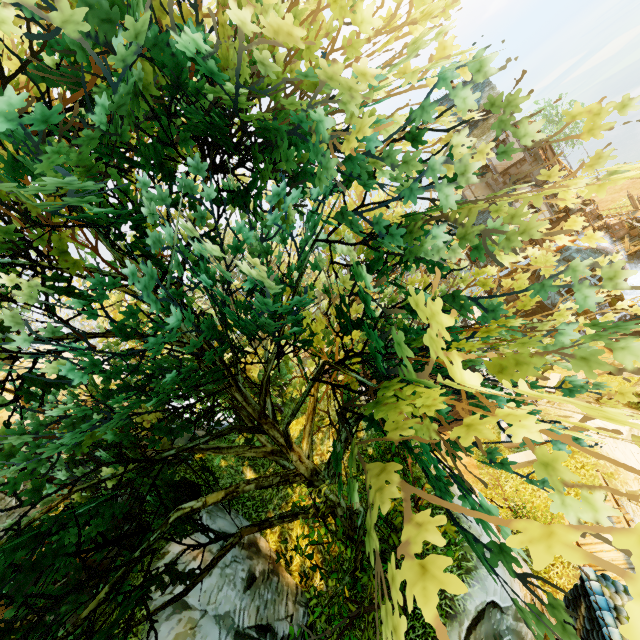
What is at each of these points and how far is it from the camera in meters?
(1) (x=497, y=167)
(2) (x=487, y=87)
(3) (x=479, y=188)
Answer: (1) building, 26.3
(2) building, 25.9
(3) building, 29.4

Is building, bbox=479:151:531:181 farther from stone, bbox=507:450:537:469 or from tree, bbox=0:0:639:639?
stone, bbox=507:450:537:469

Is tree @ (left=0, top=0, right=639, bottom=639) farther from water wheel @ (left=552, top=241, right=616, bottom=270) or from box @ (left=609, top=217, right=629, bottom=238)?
water wheel @ (left=552, top=241, right=616, bottom=270)

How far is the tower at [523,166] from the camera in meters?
26.6

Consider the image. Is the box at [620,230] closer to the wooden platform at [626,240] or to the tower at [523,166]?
the wooden platform at [626,240]

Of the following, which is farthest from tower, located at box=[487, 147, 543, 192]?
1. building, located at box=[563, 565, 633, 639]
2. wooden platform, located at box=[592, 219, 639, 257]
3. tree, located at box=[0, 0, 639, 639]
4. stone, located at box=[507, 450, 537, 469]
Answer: building, located at box=[563, 565, 633, 639]

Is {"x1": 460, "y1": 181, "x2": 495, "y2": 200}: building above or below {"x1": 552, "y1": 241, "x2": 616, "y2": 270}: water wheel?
above

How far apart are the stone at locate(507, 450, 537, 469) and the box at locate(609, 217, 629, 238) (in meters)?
26.50
